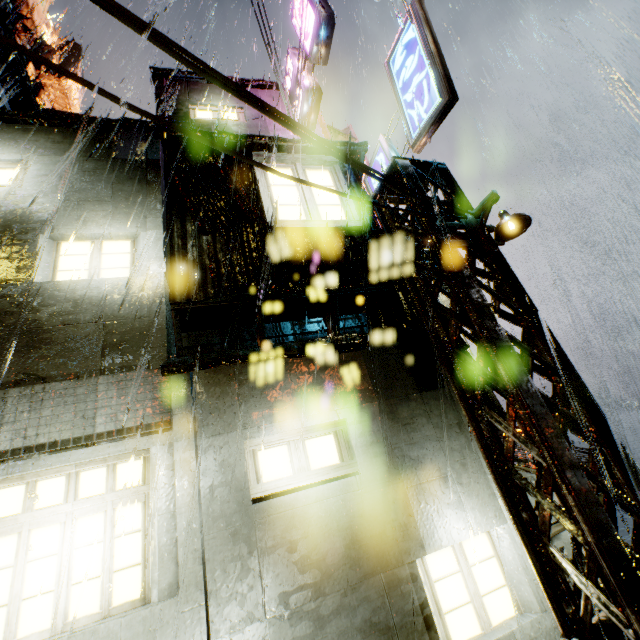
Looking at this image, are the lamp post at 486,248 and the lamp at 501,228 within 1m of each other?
yes

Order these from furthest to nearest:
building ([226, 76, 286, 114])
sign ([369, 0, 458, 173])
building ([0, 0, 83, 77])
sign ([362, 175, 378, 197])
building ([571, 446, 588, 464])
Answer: building ([0, 0, 83, 77]) → building ([226, 76, 286, 114]) → sign ([362, 175, 378, 197]) → building ([571, 446, 588, 464]) → sign ([369, 0, 458, 173])

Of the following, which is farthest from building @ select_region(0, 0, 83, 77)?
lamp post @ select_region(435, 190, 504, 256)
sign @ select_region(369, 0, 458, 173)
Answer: lamp post @ select_region(435, 190, 504, 256)

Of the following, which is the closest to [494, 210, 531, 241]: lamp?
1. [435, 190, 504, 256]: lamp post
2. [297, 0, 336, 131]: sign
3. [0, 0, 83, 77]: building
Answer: [435, 190, 504, 256]: lamp post

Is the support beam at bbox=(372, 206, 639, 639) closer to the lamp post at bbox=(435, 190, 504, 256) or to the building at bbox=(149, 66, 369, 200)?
the lamp post at bbox=(435, 190, 504, 256)

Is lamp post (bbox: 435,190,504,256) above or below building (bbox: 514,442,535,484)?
above

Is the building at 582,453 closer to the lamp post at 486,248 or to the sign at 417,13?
the sign at 417,13

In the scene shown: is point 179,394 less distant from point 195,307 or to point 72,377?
point 72,377
